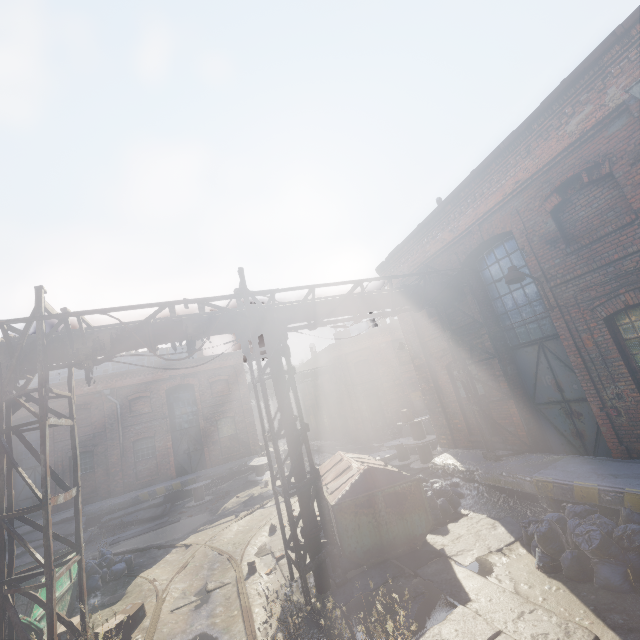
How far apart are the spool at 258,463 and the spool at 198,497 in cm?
218

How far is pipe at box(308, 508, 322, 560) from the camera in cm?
667

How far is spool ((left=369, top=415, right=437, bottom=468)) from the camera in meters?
13.6 m

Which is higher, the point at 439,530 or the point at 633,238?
the point at 633,238

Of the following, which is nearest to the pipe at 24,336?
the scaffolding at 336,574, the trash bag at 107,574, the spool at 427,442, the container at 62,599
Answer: the scaffolding at 336,574

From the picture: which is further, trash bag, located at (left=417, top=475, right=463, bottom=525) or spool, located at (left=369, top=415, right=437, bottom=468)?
Result: spool, located at (left=369, top=415, right=437, bottom=468)

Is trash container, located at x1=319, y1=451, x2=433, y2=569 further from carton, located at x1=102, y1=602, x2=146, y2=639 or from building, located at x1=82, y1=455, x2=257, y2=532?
building, located at x1=82, y1=455, x2=257, y2=532

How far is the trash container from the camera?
7.05m
